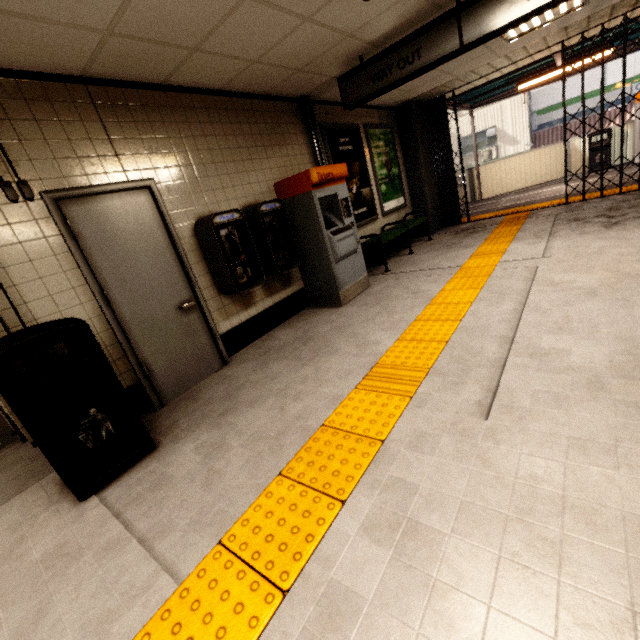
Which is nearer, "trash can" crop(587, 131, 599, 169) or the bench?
the bench

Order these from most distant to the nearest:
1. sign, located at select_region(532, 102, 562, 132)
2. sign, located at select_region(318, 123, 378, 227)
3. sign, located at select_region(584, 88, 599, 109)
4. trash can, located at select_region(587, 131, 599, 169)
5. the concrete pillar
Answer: sign, located at select_region(532, 102, 562, 132) → sign, located at select_region(584, 88, 599, 109) → trash can, located at select_region(587, 131, 599, 169) → the concrete pillar → sign, located at select_region(318, 123, 378, 227)

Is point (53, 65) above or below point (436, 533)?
above

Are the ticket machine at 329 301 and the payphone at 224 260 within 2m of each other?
yes

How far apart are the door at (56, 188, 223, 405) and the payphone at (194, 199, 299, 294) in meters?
0.3 m

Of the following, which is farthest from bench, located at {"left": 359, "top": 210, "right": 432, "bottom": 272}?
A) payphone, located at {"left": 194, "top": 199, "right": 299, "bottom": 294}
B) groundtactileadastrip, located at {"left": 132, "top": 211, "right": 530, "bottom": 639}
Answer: payphone, located at {"left": 194, "top": 199, "right": 299, "bottom": 294}

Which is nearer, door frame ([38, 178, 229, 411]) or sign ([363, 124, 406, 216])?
door frame ([38, 178, 229, 411])

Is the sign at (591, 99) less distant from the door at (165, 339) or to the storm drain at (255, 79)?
the storm drain at (255, 79)
